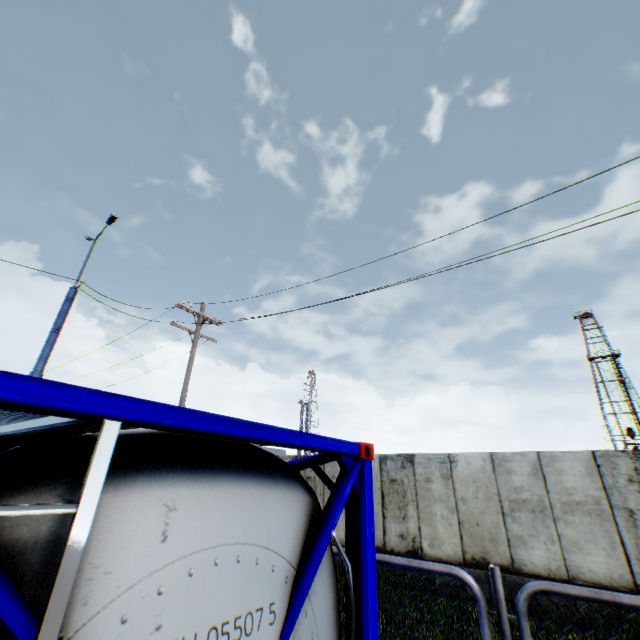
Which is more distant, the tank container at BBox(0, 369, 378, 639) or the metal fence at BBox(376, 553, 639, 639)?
the metal fence at BBox(376, 553, 639, 639)

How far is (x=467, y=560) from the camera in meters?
9.0 m

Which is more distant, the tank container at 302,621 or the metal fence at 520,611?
the metal fence at 520,611
